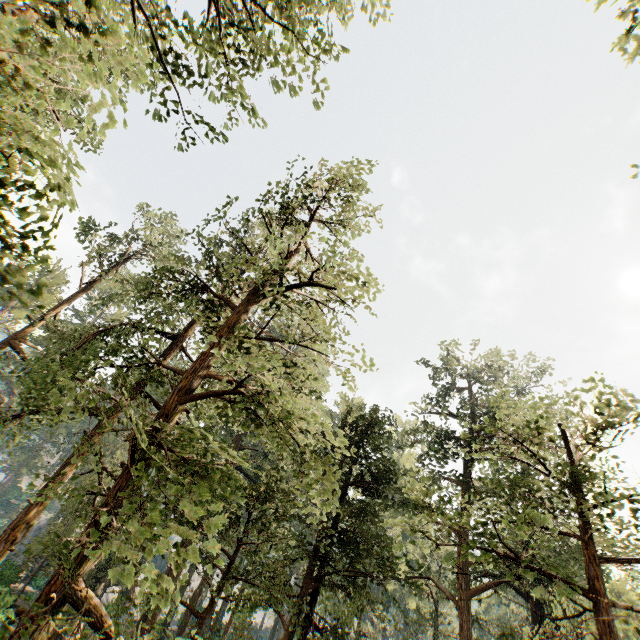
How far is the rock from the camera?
25.96m

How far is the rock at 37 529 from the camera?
26.0 meters

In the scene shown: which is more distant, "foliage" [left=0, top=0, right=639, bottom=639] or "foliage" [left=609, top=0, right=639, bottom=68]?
"foliage" [left=609, top=0, right=639, bottom=68]

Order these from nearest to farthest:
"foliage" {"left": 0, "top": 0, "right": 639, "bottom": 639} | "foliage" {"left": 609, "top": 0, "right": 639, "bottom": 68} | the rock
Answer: "foliage" {"left": 0, "top": 0, "right": 639, "bottom": 639}
"foliage" {"left": 609, "top": 0, "right": 639, "bottom": 68}
the rock

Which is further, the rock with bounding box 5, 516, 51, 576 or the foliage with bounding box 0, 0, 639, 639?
the rock with bounding box 5, 516, 51, 576

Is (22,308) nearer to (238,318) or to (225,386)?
(225,386)

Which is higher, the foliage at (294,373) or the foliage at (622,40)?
the foliage at (622,40)

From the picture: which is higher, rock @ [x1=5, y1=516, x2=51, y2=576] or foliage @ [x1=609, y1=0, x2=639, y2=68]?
foliage @ [x1=609, y1=0, x2=639, y2=68]
